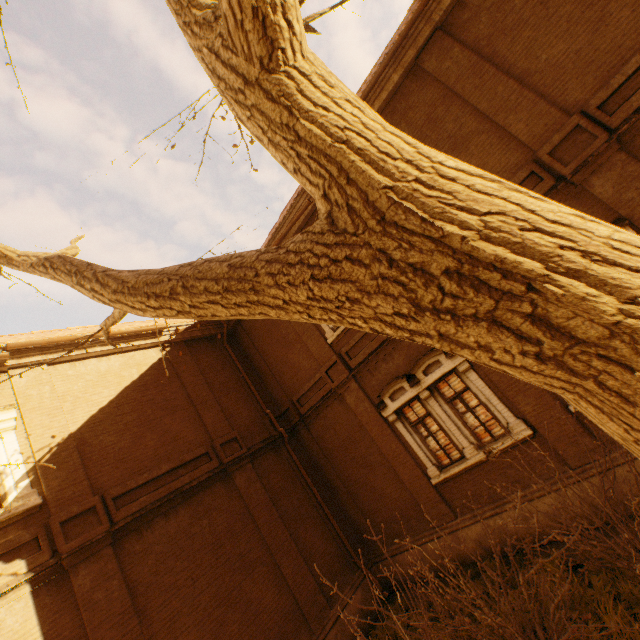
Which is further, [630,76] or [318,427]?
[318,427]
